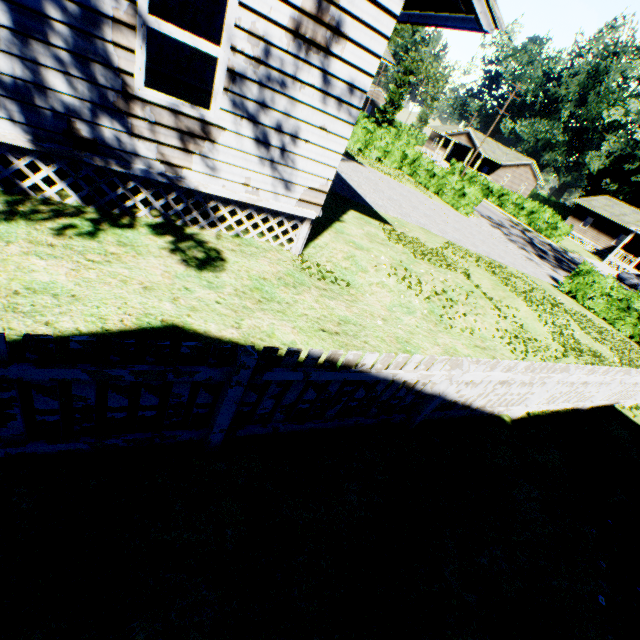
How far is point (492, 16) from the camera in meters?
4.3 m

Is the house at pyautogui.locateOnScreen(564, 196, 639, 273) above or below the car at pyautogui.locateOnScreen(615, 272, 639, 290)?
above

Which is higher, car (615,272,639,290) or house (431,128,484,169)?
house (431,128,484,169)

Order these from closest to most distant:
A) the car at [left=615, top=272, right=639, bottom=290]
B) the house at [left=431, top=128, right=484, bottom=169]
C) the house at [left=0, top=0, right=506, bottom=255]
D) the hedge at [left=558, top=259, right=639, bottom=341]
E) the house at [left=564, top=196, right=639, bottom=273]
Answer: the house at [left=0, top=0, right=506, bottom=255] → the hedge at [left=558, top=259, right=639, bottom=341] → the car at [left=615, top=272, right=639, bottom=290] → the house at [left=564, top=196, right=639, bottom=273] → the house at [left=431, top=128, right=484, bottom=169]

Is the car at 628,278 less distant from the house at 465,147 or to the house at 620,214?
the house at 620,214

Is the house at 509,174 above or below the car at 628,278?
above

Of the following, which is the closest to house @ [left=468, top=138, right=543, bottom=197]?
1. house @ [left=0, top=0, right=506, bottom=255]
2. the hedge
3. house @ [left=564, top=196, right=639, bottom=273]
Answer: house @ [left=564, top=196, right=639, bottom=273]

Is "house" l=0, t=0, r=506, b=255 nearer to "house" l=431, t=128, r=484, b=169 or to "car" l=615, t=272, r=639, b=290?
"house" l=431, t=128, r=484, b=169
